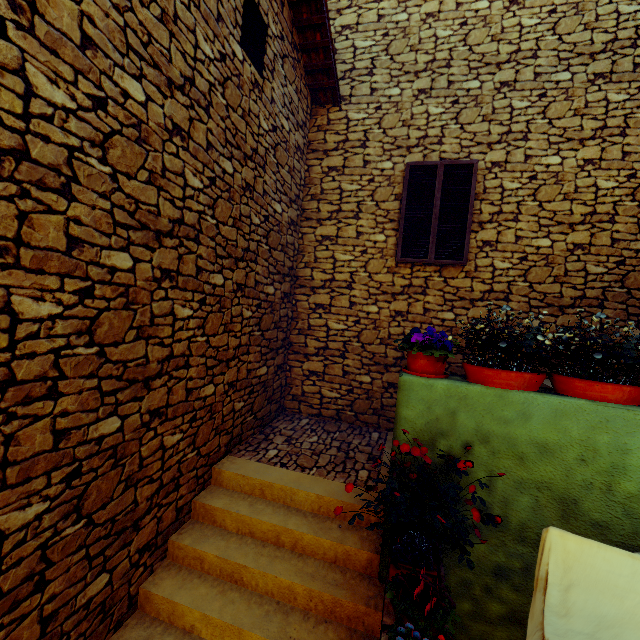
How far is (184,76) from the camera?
2.8m

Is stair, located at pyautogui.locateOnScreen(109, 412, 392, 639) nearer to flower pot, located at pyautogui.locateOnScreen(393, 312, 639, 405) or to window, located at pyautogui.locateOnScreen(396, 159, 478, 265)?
flower pot, located at pyautogui.locateOnScreen(393, 312, 639, 405)

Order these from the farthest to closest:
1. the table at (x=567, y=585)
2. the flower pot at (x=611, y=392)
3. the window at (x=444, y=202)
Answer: the window at (x=444, y=202) → the flower pot at (x=611, y=392) → the table at (x=567, y=585)

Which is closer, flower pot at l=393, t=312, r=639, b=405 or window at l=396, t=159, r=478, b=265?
flower pot at l=393, t=312, r=639, b=405

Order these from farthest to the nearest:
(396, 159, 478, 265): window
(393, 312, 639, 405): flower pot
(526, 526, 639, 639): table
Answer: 1. (396, 159, 478, 265): window
2. (393, 312, 639, 405): flower pot
3. (526, 526, 639, 639): table

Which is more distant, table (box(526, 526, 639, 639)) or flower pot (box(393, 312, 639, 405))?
flower pot (box(393, 312, 639, 405))

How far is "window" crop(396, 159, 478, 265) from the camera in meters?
5.1

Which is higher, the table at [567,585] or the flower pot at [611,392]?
the flower pot at [611,392]
